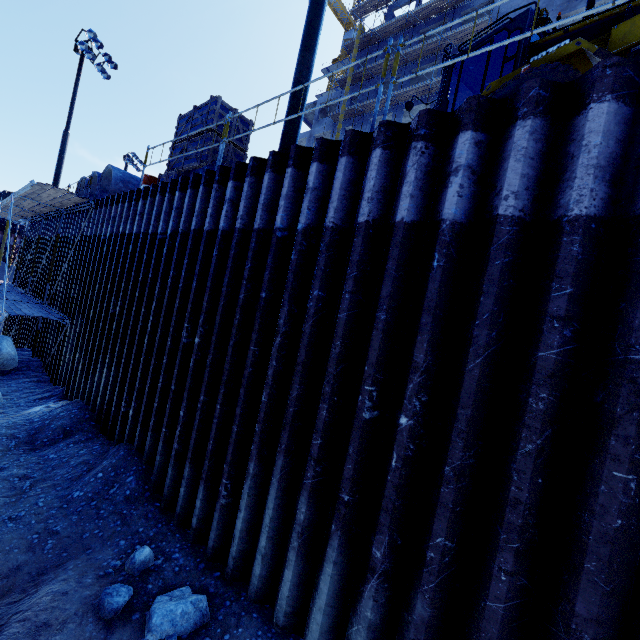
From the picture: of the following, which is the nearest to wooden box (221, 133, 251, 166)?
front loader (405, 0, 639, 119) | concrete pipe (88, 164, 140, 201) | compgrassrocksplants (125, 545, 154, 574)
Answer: front loader (405, 0, 639, 119)

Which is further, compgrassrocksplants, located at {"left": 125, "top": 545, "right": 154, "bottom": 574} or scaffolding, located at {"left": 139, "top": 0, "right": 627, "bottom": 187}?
compgrassrocksplants, located at {"left": 125, "top": 545, "right": 154, "bottom": 574}

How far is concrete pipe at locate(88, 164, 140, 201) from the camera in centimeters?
1180cm

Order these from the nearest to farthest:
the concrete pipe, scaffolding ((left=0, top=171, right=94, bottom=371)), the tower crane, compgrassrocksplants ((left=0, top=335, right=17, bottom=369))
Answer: scaffolding ((left=0, top=171, right=94, bottom=371)) → compgrassrocksplants ((left=0, top=335, right=17, bottom=369)) → the concrete pipe → the tower crane

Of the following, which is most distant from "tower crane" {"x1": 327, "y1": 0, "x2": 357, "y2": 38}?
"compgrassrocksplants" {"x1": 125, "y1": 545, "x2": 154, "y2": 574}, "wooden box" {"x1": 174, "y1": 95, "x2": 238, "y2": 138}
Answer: "compgrassrocksplants" {"x1": 125, "y1": 545, "x2": 154, "y2": 574}

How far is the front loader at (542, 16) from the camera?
5.9m

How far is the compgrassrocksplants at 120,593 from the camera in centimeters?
372cm

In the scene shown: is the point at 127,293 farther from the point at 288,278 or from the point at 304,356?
the point at 304,356
